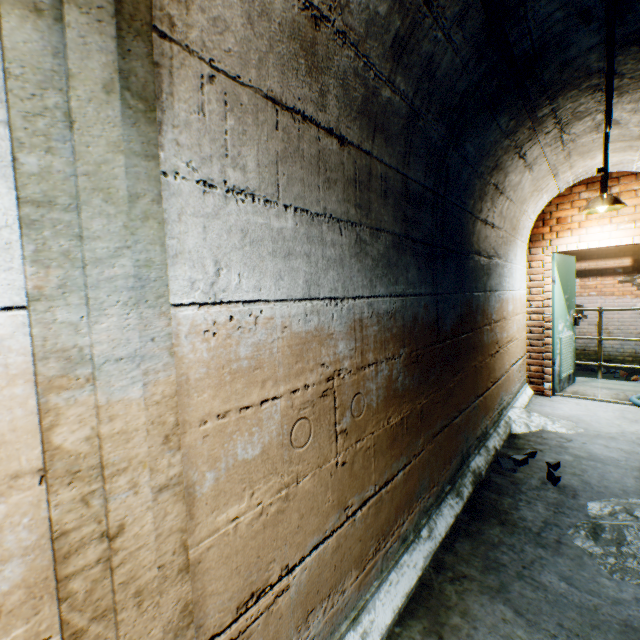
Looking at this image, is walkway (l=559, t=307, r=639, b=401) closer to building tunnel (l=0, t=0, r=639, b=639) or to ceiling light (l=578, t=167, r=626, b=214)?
building tunnel (l=0, t=0, r=639, b=639)

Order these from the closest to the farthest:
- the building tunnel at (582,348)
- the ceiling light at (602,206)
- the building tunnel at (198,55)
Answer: the building tunnel at (198,55) → the ceiling light at (602,206) → the building tunnel at (582,348)

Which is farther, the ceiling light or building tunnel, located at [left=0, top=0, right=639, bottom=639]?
the ceiling light

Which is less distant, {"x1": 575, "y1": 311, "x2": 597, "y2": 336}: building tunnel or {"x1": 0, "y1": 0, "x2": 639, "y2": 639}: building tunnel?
A: {"x1": 0, "y1": 0, "x2": 639, "y2": 639}: building tunnel

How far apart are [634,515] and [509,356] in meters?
2.1 m

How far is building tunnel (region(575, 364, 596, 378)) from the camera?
7.9m

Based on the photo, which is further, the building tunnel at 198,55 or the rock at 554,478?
the rock at 554,478
